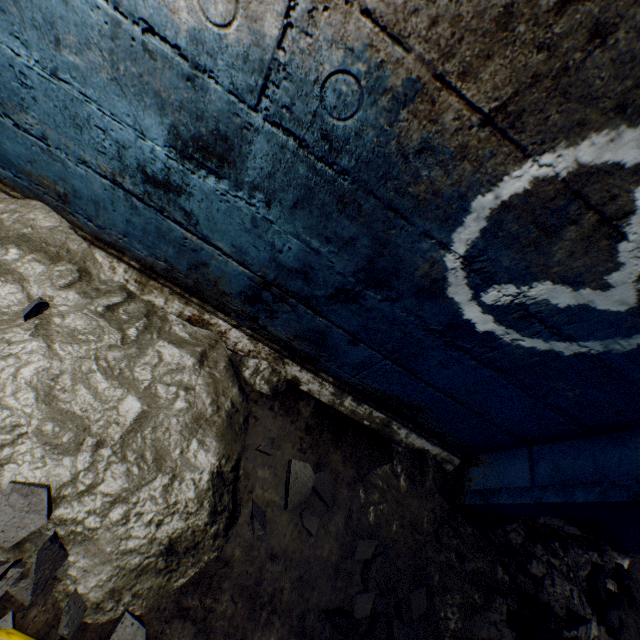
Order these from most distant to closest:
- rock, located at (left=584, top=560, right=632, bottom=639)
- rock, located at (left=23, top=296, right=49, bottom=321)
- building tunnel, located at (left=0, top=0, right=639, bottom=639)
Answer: rock, located at (left=584, top=560, right=632, bottom=639), rock, located at (left=23, top=296, right=49, bottom=321), building tunnel, located at (left=0, top=0, right=639, bottom=639)

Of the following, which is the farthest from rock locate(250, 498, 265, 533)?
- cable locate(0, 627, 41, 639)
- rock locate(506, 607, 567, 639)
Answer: rock locate(506, 607, 567, 639)

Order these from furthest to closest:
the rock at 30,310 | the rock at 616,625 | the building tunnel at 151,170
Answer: the rock at 616,625 < the rock at 30,310 < the building tunnel at 151,170

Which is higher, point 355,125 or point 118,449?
point 355,125

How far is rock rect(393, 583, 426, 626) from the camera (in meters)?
1.64

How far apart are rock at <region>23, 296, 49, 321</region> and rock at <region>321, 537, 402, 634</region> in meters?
1.9 m

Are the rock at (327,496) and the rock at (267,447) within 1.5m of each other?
yes
